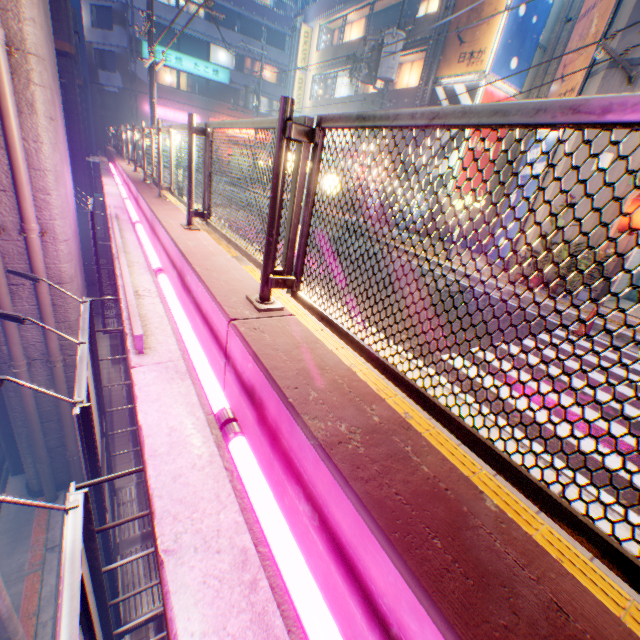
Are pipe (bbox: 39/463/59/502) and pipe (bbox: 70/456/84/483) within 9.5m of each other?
yes

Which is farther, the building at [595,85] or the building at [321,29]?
the building at [321,29]

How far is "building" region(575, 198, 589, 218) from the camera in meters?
8.8

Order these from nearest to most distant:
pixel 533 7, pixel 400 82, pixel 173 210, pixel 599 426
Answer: pixel 599 426, pixel 173 210, pixel 533 7, pixel 400 82

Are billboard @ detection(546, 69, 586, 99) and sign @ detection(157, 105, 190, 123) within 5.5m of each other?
no

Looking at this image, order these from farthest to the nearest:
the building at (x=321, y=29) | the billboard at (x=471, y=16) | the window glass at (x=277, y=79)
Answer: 1. the window glass at (x=277, y=79)
2. the building at (x=321, y=29)
3. the billboard at (x=471, y=16)

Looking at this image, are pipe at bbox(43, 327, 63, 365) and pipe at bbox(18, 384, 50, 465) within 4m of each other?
yes

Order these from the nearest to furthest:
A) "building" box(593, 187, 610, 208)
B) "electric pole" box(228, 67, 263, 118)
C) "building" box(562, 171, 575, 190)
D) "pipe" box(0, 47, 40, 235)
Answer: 1. "pipe" box(0, 47, 40, 235)
2. "building" box(593, 187, 610, 208)
3. "building" box(562, 171, 575, 190)
4. "electric pole" box(228, 67, 263, 118)
